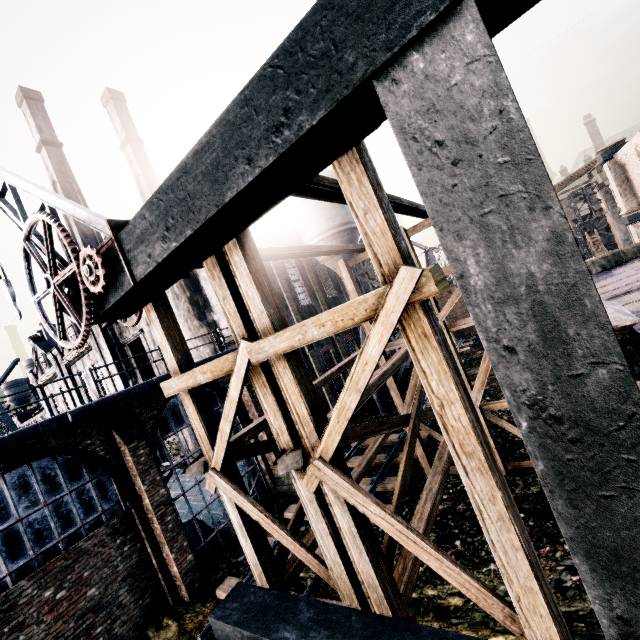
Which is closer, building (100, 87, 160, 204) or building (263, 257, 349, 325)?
building (263, 257, 349, 325)

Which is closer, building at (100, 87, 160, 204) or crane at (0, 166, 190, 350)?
crane at (0, 166, 190, 350)

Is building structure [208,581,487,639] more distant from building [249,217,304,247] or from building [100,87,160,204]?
building [100,87,160,204]

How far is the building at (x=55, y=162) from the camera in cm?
3825

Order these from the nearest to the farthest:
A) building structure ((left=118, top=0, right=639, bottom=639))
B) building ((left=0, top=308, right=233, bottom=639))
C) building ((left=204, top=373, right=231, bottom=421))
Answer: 1. building structure ((left=118, top=0, right=639, bottom=639))
2. building ((left=0, top=308, right=233, bottom=639))
3. building ((left=204, top=373, right=231, bottom=421))

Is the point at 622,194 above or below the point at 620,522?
above

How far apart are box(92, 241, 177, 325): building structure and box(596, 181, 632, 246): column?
54.0m

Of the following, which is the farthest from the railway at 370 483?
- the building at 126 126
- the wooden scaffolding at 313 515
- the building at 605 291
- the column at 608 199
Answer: the building at 126 126
